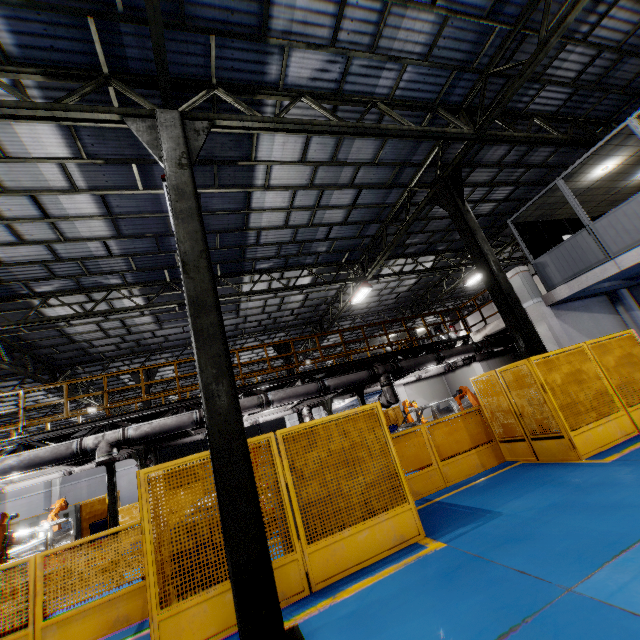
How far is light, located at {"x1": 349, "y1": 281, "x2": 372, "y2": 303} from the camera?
15.3 meters

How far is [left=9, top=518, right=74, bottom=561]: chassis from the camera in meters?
8.6 m

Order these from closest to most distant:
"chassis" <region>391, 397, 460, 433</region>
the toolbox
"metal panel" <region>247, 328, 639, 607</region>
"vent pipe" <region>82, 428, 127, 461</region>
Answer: "metal panel" <region>247, 328, 639, 607</region> → "vent pipe" <region>82, 428, 127, 461</region> → "chassis" <region>391, 397, 460, 433</region> → the toolbox

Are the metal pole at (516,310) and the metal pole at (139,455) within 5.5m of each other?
no

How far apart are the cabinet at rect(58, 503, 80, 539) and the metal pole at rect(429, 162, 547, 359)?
19.5 meters

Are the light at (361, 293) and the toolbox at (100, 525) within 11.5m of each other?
no

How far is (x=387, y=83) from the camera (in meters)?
7.70

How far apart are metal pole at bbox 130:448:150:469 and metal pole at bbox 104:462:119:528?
2.6m
